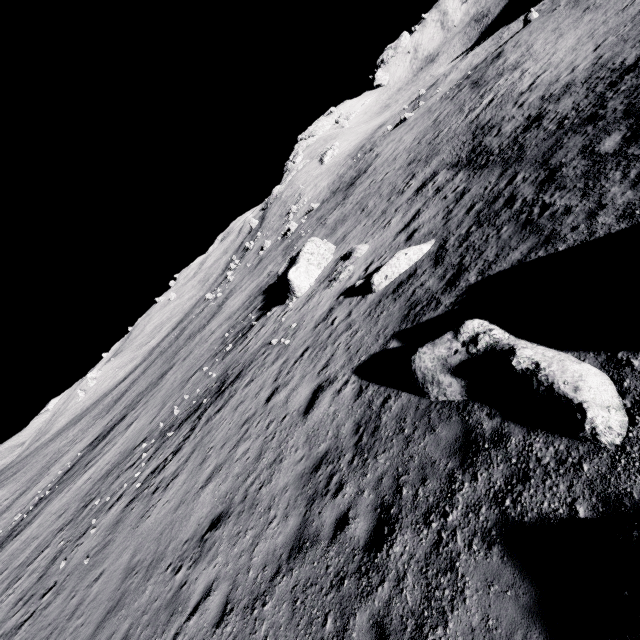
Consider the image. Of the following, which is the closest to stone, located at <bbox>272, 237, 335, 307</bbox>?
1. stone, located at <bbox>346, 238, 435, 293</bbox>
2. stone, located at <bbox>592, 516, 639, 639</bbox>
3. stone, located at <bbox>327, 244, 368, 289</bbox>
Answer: stone, located at <bbox>327, 244, 368, 289</bbox>

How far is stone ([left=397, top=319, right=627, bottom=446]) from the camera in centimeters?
439cm

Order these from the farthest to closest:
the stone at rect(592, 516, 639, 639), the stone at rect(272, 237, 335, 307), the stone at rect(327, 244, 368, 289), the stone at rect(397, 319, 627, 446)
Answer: the stone at rect(272, 237, 335, 307)
the stone at rect(327, 244, 368, 289)
the stone at rect(397, 319, 627, 446)
the stone at rect(592, 516, 639, 639)

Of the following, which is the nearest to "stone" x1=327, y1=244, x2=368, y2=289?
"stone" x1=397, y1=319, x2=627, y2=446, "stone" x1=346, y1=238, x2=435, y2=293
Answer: "stone" x1=346, y1=238, x2=435, y2=293

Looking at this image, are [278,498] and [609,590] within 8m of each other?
yes

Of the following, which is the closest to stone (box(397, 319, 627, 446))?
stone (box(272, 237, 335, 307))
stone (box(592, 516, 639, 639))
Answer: stone (box(592, 516, 639, 639))

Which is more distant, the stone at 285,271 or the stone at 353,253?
the stone at 285,271

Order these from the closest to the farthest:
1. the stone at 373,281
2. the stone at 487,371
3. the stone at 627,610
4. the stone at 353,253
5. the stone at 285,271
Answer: the stone at 627,610 < the stone at 487,371 < the stone at 373,281 < the stone at 353,253 < the stone at 285,271
